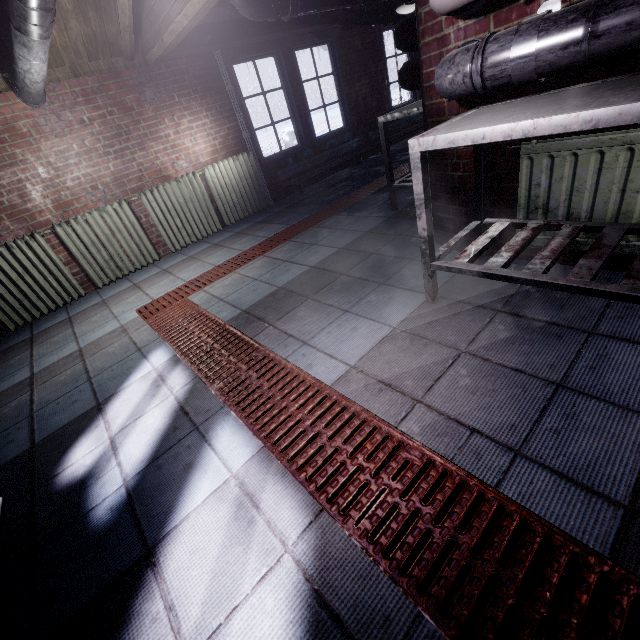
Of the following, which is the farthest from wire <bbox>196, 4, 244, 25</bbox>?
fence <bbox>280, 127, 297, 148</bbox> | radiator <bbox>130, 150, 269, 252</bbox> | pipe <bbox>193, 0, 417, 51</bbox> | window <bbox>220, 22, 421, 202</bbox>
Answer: fence <bbox>280, 127, 297, 148</bbox>

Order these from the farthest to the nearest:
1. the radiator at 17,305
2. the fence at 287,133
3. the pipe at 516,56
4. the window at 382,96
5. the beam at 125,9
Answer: the fence at 287,133 < the window at 382,96 < the radiator at 17,305 < the beam at 125,9 < the pipe at 516,56

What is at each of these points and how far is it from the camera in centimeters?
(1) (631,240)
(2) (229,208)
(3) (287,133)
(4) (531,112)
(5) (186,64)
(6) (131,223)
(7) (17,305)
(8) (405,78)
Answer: (1) radiator, 151cm
(2) radiator, 463cm
(3) fence, 985cm
(4) table, 116cm
(5) window, 397cm
(6) radiator, 393cm
(7) radiator, 345cm
(8) pipe, 230cm

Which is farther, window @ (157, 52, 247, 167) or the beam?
window @ (157, 52, 247, 167)

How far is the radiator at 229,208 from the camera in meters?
4.1

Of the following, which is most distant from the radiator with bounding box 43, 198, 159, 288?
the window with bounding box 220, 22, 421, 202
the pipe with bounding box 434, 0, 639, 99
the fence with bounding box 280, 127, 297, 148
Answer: the fence with bounding box 280, 127, 297, 148

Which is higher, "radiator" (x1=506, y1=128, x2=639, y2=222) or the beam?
the beam

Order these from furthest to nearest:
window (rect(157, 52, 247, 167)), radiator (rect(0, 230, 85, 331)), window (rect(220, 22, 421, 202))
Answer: window (rect(220, 22, 421, 202)), window (rect(157, 52, 247, 167)), radiator (rect(0, 230, 85, 331))
